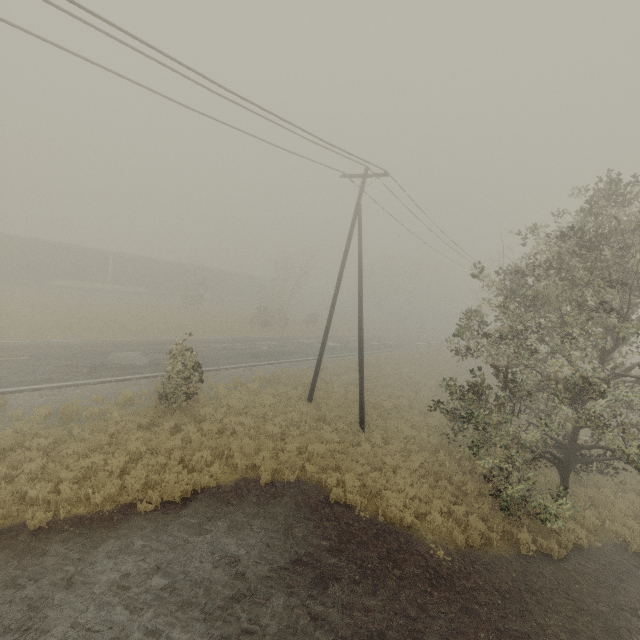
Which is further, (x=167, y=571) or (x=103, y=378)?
(x=103, y=378)

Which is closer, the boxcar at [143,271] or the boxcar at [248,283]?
the boxcar at [143,271]

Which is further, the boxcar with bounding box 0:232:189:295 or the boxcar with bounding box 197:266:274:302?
the boxcar with bounding box 197:266:274:302

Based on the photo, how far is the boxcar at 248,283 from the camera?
48.4m

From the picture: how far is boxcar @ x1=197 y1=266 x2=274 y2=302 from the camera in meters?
48.4 m
